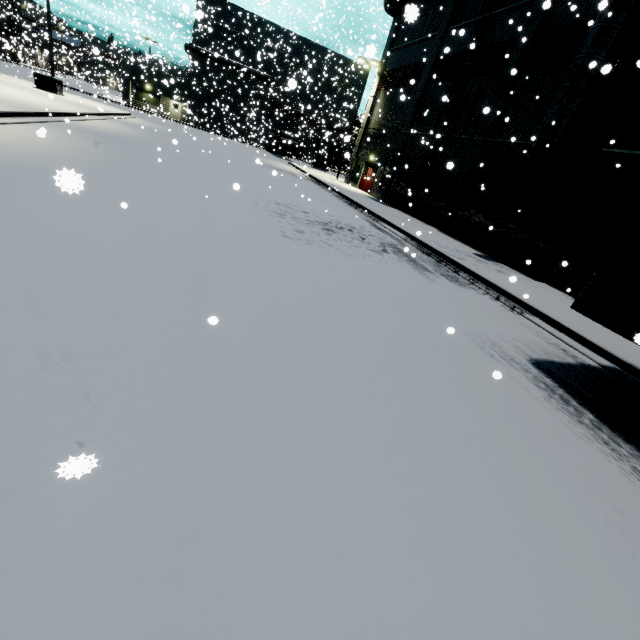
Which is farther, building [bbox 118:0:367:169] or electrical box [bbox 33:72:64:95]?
building [bbox 118:0:367:169]

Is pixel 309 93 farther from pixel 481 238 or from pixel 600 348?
pixel 600 348

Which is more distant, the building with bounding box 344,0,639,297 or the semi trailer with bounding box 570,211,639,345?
the building with bounding box 344,0,639,297

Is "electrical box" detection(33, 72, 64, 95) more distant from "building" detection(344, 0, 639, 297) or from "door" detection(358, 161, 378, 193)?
"door" detection(358, 161, 378, 193)

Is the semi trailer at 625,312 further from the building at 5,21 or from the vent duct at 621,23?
the vent duct at 621,23

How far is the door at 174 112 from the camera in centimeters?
4472cm

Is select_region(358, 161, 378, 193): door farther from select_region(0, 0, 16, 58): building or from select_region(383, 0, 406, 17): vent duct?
select_region(383, 0, 406, 17): vent duct

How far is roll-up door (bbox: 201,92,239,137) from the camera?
35.1m
